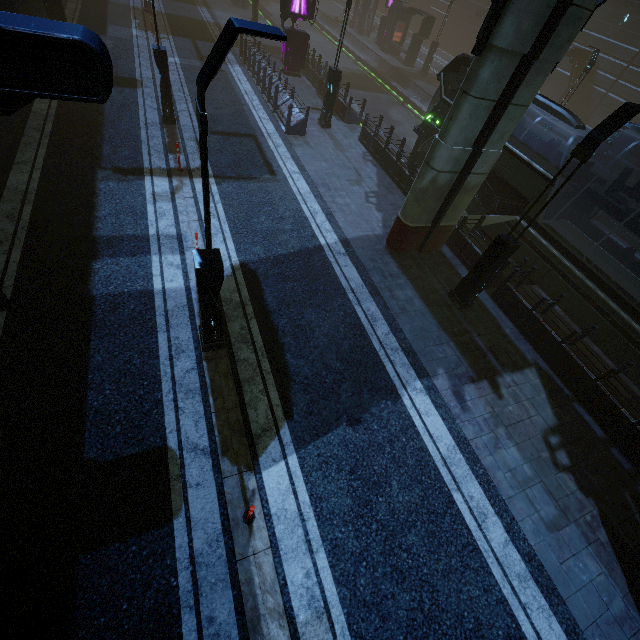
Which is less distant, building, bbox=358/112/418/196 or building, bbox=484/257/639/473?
building, bbox=484/257/639/473

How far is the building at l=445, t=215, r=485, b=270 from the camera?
11.16m

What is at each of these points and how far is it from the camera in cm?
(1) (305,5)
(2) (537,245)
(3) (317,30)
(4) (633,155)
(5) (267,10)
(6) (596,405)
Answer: (1) sign, 1855
(2) train, 1052
(3) train rail, 3709
(4) building, 2622
(5) train rail, 3431
(6) building, 838

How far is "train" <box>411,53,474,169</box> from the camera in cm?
1258

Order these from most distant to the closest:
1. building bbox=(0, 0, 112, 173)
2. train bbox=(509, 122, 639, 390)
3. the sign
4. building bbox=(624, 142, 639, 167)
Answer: building bbox=(624, 142, 639, 167), the sign, train bbox=(509, 122, 639, 390), building bbox=(0, 0, 112, 173)

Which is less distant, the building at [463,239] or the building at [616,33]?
the building at [463,239]

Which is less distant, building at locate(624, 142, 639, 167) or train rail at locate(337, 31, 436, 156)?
train rail at locate(337, 31, 436, 156)

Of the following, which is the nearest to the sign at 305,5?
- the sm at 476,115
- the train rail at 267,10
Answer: the train rail at 267,10
